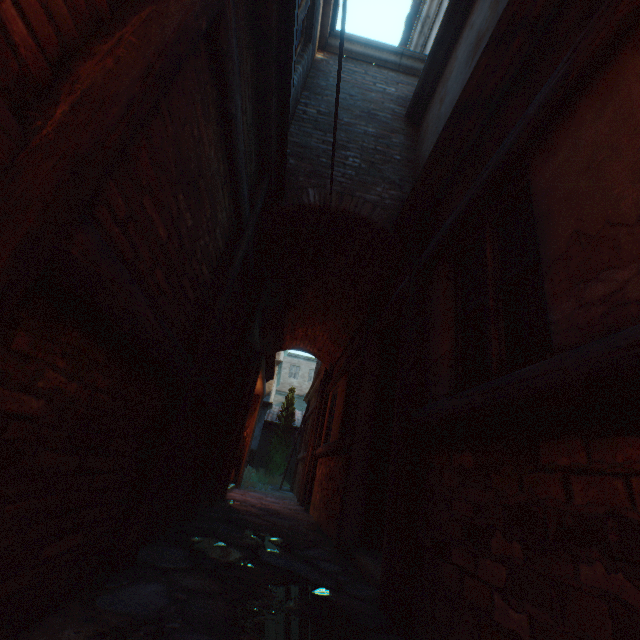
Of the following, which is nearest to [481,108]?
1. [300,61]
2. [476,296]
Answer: [476,296]

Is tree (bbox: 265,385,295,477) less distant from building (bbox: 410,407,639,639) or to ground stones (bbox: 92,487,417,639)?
building (bbox: 410,407,639,639)

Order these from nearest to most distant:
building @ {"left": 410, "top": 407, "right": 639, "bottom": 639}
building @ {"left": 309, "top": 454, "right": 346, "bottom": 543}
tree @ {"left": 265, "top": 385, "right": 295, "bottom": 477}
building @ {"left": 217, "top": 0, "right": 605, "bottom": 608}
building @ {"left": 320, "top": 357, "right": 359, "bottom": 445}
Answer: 1. building @ {"left": 410, "top": 407, "right": 639, "bottom": 639}
2. building @ {"left": 217, "top": 0, "right": 605, "bottom": 608}
3. building @ {"left": 309, "top": 454, "right": 346, "bottom": 543}
4. building @ {"left": 320, "top": 357, "right": 359, "bottom": 445}
5. tree @ {"left": 265, "top": 385, "right": 295, "bottom": 477}

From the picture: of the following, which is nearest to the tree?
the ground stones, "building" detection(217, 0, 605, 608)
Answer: "building" detection(217, 0, 605, 608)

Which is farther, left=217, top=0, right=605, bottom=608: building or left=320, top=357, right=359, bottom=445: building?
left=320, top=357, right=359, bottom=445: building

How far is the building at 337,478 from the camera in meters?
4.9 m

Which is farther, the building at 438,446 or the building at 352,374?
the building at 352,374
